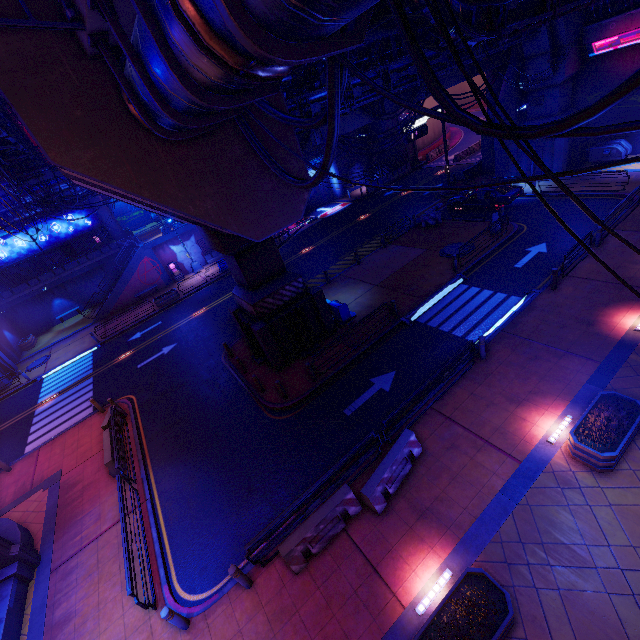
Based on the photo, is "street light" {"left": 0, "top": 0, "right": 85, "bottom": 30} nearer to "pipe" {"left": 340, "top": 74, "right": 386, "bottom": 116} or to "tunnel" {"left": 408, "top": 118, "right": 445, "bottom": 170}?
"pipe" {"left": 340, "top": 74, "right": 386, "bottom": 116}

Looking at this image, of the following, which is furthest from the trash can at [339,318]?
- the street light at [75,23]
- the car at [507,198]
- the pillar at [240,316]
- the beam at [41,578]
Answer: the beam at [41,578]

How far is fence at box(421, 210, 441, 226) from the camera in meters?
24.8

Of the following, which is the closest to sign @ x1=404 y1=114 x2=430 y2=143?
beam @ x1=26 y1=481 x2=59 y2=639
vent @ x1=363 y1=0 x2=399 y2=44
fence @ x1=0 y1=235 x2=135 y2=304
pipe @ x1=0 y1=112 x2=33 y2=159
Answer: vent @ x1=363 y1=0 x2=399 y2=44

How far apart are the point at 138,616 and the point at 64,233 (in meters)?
43.54

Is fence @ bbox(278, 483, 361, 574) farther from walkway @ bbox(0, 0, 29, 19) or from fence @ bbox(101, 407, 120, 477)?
fence @ bbox(101, 407, 120, 477)

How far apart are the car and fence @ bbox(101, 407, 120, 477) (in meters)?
27.31

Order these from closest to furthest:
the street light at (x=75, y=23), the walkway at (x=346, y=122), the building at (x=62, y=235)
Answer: the street light at (x=75, y=23) < the walkway at (x=346, y=122) < the building at (x=62, y=235)
